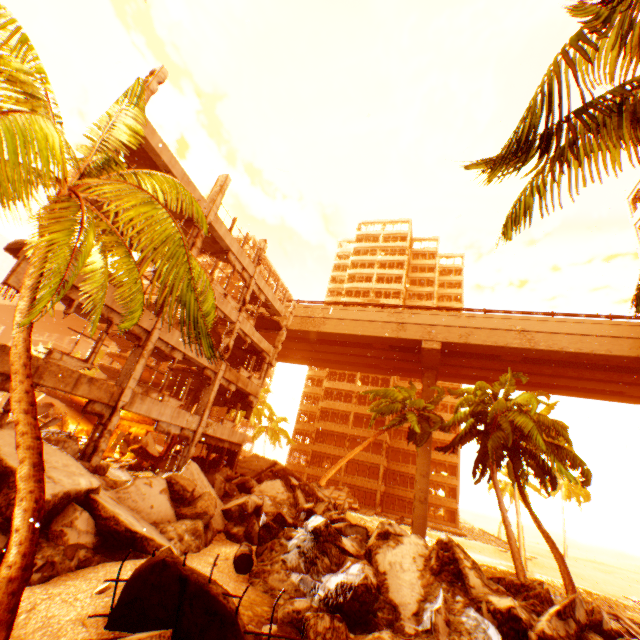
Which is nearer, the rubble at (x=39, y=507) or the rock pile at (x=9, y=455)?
the rubble at (x=39, y=507)

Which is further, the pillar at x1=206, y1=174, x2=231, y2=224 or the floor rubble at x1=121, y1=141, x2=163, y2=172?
the pillar at x1=206, y1=174, x2=231, y2=224

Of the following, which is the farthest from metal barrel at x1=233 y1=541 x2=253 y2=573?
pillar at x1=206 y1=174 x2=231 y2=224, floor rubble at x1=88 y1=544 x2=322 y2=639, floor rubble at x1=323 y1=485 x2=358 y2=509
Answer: floor rubble at x1=323 y1=485 x2=358 y2=509

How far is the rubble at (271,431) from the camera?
38.50m

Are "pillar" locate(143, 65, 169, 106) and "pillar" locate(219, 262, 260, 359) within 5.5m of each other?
no

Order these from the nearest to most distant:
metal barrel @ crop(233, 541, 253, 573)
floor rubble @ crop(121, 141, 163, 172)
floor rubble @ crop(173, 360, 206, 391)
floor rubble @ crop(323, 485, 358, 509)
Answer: metal barrel @ crop(233, 541, 253, 573), floor rubble @ crop(121, 141, 163, 172), floor rubble @ crop(173, 360, 206, 391), floor rubble @ crop(323, 485, 358, 509)

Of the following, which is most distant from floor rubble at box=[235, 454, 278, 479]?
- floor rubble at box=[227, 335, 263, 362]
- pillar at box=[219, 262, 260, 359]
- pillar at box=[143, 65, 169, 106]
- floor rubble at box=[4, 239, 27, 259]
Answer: pillar at box=[143, 65, 169, 106]

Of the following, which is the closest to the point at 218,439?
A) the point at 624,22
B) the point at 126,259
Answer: the point at 126,259
